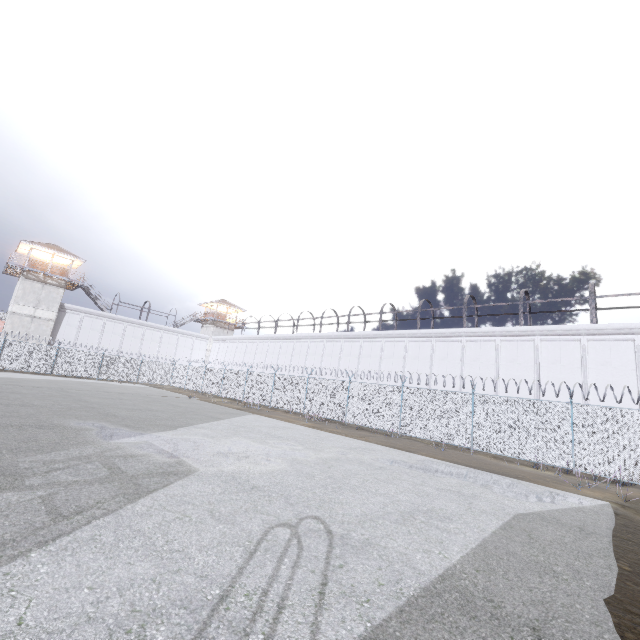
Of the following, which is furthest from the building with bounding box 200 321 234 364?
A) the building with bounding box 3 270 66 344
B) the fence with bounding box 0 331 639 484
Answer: the building with bounding box 3 270 66 344

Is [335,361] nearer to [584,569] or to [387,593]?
[584,569]

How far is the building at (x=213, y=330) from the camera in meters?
52.3 m

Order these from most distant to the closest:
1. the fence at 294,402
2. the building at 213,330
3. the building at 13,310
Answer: the building at 213,330 → the building at 13,310 → the fence at 294,402

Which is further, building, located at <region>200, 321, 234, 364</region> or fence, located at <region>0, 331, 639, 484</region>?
building, located at <region>200, 321, 234, 364</region>

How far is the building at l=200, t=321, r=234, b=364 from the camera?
52.3 meters

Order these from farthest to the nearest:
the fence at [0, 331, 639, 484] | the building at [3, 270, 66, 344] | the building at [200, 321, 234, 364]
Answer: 1. the building at [200, 321, 234, 364]
2. the building at [3, 270, 66, 344]
3. the fence at [0, 331, 639, 484]
